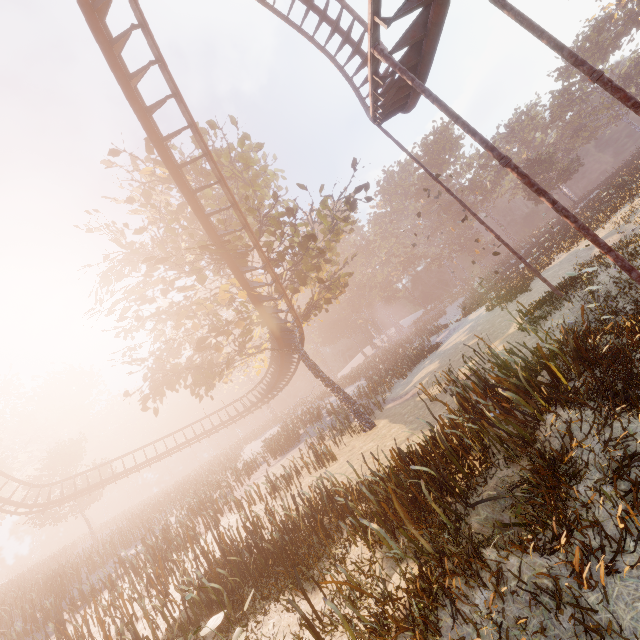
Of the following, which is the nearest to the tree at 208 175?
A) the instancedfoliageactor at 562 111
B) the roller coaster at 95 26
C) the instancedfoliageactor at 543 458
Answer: the roller coaster at 95 26

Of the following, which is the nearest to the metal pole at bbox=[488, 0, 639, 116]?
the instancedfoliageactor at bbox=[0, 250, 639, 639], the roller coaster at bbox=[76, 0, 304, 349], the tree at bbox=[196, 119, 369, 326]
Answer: the roller coaster at bbox=[76, 0, 304, 349]

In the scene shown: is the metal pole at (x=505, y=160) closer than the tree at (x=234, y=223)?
Yes

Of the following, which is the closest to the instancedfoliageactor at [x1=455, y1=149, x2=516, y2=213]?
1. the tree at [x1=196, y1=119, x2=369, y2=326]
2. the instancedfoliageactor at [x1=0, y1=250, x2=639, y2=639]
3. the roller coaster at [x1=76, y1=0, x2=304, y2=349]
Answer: the tree at [x1=196, y1=119, x2=369, y2=326]

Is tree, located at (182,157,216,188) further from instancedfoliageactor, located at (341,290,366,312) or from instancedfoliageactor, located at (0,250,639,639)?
instancedfoliageactor, located at (341,290,366,312)

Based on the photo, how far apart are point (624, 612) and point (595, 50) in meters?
71.0

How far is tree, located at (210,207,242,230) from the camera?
13.4m

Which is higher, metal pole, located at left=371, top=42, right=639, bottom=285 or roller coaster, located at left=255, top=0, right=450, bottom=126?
roller coaster, located at left=255, top=0, right=450, bottom=126
